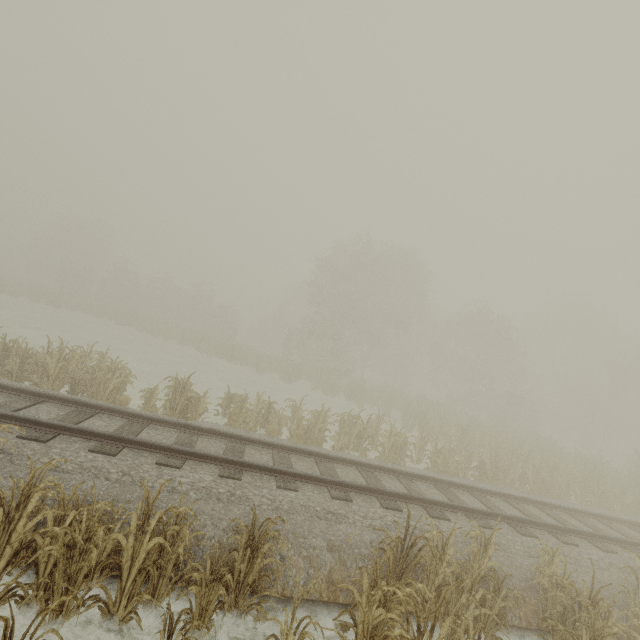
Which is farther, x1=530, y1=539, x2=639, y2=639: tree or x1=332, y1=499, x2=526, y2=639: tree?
x1=530, y1=539, x2=639, y2=639: tree

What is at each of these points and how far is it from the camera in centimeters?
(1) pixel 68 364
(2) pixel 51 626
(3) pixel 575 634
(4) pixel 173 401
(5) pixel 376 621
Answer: (1) tree, 988cm
(2) tree, 368cm
(3) tree, 441cm
(4) tree, 1034cm
(5) tree, 367cm

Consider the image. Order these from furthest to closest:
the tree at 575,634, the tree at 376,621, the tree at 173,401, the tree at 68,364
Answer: the tree at 173,401
the tree at 68,364
the tree at 575,634
the tree at 376,621

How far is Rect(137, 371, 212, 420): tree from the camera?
10.3m

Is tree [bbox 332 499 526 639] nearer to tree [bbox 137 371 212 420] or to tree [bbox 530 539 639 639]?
tree [bbox 530 539 639 639]

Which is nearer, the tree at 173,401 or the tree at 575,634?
the tree at 575,634

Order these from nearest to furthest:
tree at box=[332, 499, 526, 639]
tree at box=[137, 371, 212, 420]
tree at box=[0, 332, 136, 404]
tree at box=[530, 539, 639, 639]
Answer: tree at box=[332, 499, 526, 639] < tree at box=[530, 539, 639, 639] < tree at box=[0, 332, 136, 404] < tree at box=[137, 371, 212, 420]

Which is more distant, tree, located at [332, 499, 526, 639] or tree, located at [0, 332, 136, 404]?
tree, located at [0, 332, 136, 404]
